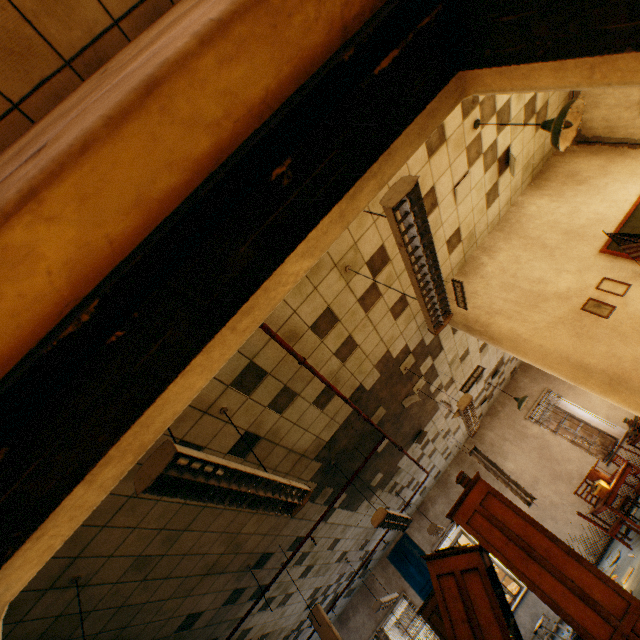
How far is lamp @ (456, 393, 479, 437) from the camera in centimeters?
463cm

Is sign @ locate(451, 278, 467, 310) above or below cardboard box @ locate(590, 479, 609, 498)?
above

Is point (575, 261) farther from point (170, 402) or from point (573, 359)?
point (170, 402)

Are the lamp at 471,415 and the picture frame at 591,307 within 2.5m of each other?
yes

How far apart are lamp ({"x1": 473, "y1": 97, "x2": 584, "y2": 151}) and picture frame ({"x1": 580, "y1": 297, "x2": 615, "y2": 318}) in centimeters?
192cm

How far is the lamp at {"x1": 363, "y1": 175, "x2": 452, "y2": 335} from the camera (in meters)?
1.91

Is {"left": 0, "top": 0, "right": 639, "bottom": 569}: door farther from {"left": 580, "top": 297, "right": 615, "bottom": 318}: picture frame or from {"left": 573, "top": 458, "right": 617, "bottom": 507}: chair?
{"left": 573, "top": 458, "right": 617, "bottom": 507}: chair

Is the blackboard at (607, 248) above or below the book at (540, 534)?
above
